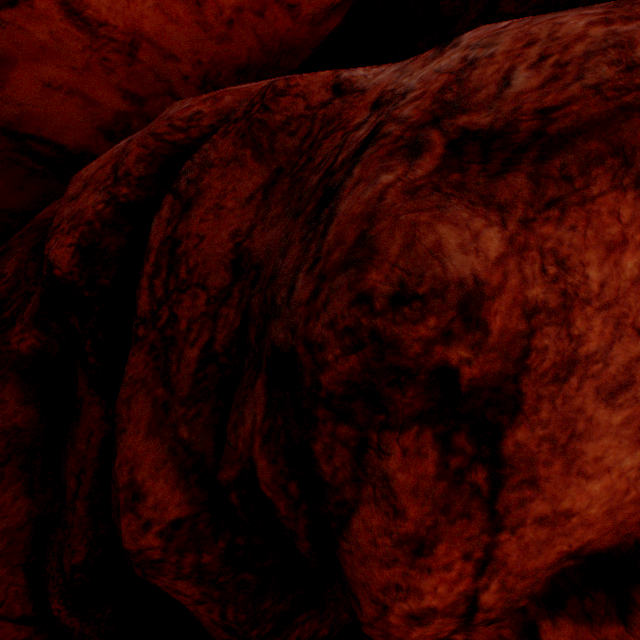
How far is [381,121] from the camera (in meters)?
2.01
